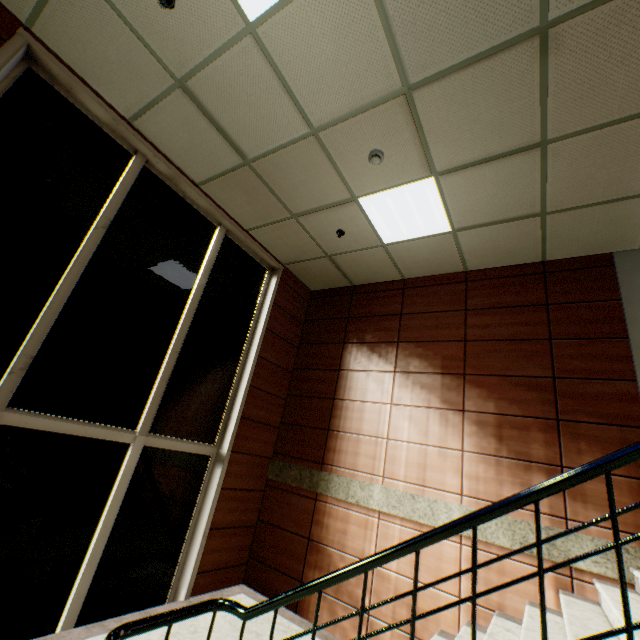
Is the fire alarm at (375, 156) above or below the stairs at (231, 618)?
above

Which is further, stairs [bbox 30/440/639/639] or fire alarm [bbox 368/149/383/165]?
fire alarm [bbox 368/149/383/165]

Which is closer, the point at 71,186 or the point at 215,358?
the point at 71,186

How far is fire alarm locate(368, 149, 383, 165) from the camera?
3.44m

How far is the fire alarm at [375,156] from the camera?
3.4 meters

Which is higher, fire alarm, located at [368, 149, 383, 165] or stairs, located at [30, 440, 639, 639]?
fire alarm, located at [368, 149, 383, 165]
